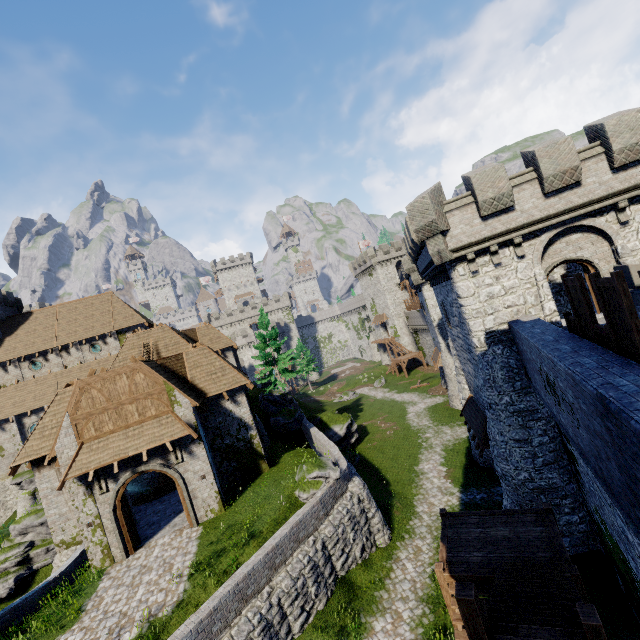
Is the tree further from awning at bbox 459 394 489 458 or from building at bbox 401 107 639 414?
awning at bbox 459 394 489 458

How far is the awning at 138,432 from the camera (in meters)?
15.18

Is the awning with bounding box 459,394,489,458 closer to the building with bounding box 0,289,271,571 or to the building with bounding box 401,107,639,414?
the building with bounding box 401,107,639,414

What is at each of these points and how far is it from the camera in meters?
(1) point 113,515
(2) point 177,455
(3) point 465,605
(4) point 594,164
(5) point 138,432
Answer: (1) double door, 15.7 m
(2) window slit, 16.8 m
(3) walkway, 5.7 m
(4) building, 13.1 m
(5) awning, 16.3 m

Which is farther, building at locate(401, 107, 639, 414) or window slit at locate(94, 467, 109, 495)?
window slit at locate(94, 467, 109, 495)

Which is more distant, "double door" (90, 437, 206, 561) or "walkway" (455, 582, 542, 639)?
"double door" (90, 437, 206, 561)

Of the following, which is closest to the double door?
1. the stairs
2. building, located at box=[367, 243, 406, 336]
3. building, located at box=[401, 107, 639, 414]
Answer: the stairs

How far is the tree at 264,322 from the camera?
30.8m
